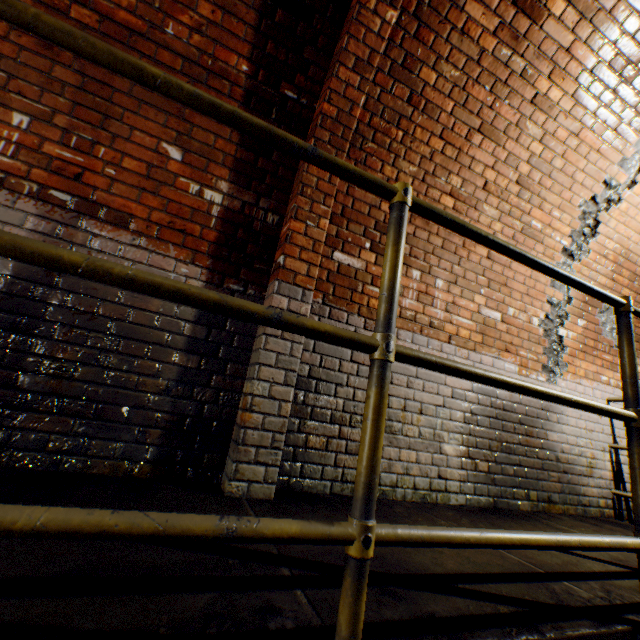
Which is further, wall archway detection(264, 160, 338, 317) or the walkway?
wall archway detection(264, 160, 338, 317)

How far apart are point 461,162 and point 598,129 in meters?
1.3

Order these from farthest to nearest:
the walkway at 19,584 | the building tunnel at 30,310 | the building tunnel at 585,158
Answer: the building tunnel at 585,158, the building tunnel at 30,310, the walkway at 19,584

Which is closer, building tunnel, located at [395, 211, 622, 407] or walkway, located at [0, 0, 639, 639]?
walkway, located at [0, 0, 639, 639]

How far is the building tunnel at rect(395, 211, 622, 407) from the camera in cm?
279

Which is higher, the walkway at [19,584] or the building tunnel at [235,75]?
the building tunnel at [235,75]

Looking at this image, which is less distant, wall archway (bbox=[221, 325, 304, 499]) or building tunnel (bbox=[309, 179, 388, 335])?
wall archway (bbox=[221, 325, 304, 499])

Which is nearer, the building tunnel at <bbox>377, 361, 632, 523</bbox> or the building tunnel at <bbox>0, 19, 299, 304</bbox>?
the building tunnel at <bbox>0, 19, 299, 304</bbox>
